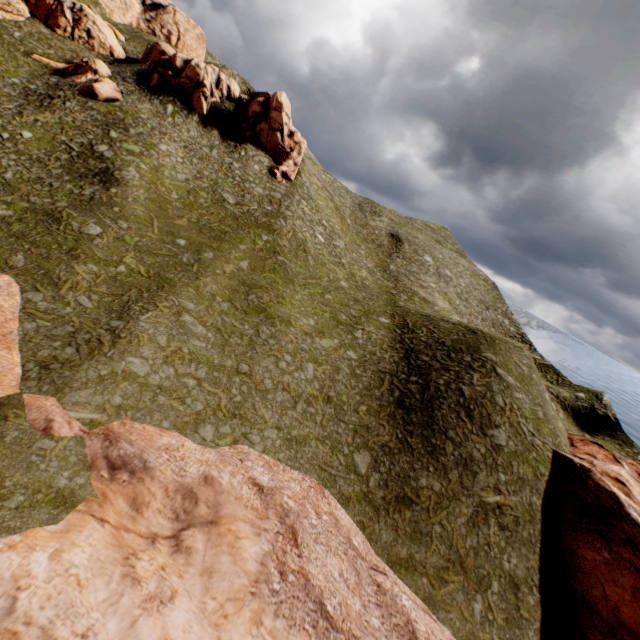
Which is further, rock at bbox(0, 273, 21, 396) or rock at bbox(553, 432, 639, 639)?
rock at bbox(553, 432, 639, 639)

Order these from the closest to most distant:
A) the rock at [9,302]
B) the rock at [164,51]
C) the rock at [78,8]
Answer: the rock at [9,302], the rock at [164,51], the rock at [78,8]

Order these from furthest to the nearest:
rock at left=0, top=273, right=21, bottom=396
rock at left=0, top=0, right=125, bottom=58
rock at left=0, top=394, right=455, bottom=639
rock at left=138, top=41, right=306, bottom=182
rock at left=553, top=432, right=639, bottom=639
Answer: rock at left=0, top=0, right=125, bottom=58 → rock at left=138, top=41, right=306, bottom=182 → rock at left=553, top=432, right=639, bottom=639 → rock at left=0, top=273, right=21, bottom=396 → rock at left=0, top=394, right=455, bottom=639

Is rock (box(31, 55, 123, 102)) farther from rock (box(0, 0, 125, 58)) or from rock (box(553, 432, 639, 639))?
rock (box(553, 432, 639, 639))

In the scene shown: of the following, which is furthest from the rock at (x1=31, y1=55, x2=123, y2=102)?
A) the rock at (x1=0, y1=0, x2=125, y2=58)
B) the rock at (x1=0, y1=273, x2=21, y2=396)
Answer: the rock at (x1=0, y1=273, x2=21, y2=396)

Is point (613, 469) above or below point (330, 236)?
below

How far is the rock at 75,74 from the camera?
36.0 meters

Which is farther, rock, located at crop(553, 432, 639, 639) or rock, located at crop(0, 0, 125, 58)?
rock, located at crop(0, 0, 125, 58)
